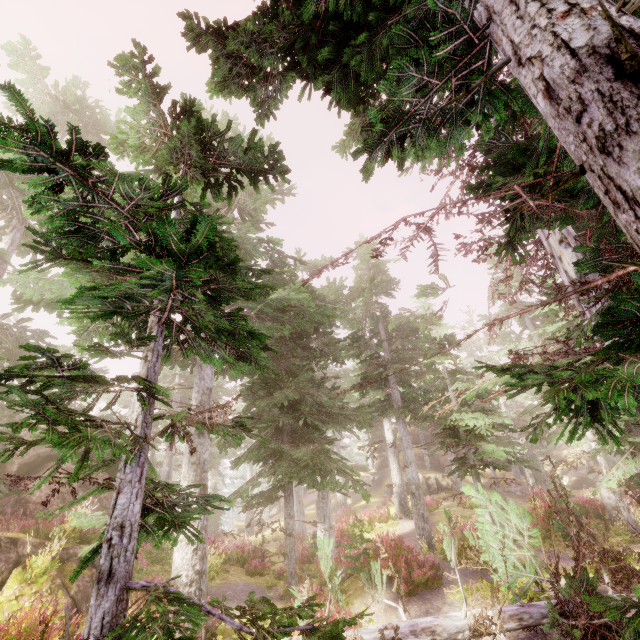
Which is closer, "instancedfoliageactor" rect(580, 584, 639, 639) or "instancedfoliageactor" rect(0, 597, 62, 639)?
"instancedfoliageactor" rect(580, 584, 639, 639)

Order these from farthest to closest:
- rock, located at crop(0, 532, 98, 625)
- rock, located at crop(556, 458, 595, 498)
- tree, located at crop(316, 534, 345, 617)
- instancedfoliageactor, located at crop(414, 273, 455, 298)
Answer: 1. rock, located at crop(556, 458, 595, 498)
2. instancedfoliageactor, located at crop(414, 273, 455, 298)
3. rock, located at crop(0, 532, 98, 625)
4. tree, located at crop(316, 534, 345, 617)

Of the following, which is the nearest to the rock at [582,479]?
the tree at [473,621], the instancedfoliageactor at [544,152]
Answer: the instancedfoliageactor at [544,152]

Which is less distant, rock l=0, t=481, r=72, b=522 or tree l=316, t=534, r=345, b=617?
tree l=316, t=534, r=345, b=617

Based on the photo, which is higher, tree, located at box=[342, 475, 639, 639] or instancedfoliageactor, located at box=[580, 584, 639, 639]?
instancedfoliageactor, located at box=[580, 584, 639, 639]

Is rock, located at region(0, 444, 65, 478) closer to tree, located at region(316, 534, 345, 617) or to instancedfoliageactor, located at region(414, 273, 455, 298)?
instancedfoliageactor, located at region(414, 273, 455, 298)

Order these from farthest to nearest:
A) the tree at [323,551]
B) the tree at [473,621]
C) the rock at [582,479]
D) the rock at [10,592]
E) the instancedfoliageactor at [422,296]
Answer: the rock at [582,479] → the instancedfoliageactor at [422,296] → the rock at [10,592] → the tree at [473,621] → the tree at [323,551]

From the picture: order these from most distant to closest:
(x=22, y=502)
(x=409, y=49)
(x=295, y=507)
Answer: (x=295, y=507) → (x=22, y=502) → (x=409, y=49)
